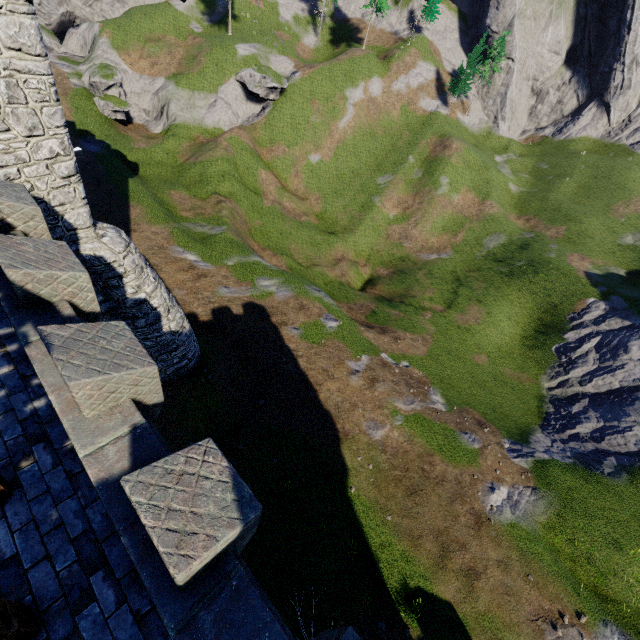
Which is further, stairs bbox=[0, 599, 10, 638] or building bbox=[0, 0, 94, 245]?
building bbox=[0, 0, 94, 245]

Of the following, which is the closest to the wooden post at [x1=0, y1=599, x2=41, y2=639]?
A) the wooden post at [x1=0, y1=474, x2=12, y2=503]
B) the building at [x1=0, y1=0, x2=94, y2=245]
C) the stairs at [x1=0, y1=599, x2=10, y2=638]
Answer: the stairs at [x1=0, y1=599, x2=10, y2=638]

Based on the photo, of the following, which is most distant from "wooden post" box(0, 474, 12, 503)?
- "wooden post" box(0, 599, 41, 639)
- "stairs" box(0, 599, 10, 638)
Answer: "wooden post" box(0, 599, 41, 639)

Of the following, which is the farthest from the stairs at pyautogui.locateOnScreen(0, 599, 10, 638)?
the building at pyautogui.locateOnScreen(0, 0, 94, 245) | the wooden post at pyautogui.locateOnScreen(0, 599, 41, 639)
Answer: the building at pyautogui.locateOnScreen(0, 0, 94, 245)

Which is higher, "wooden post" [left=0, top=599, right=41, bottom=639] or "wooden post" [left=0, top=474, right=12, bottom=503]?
"wooden post" [left=0, top=599, right=41, bottom=639]

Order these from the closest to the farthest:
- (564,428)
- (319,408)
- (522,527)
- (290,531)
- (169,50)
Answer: (290,531) → (522,527) → (319,408) → (564,428) → (169,50)

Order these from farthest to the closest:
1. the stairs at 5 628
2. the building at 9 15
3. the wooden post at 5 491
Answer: the building at 9 15
the wooden post at 5 491
the stairs at 5 628

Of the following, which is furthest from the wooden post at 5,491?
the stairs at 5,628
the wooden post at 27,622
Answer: the wooden post at 27,622
